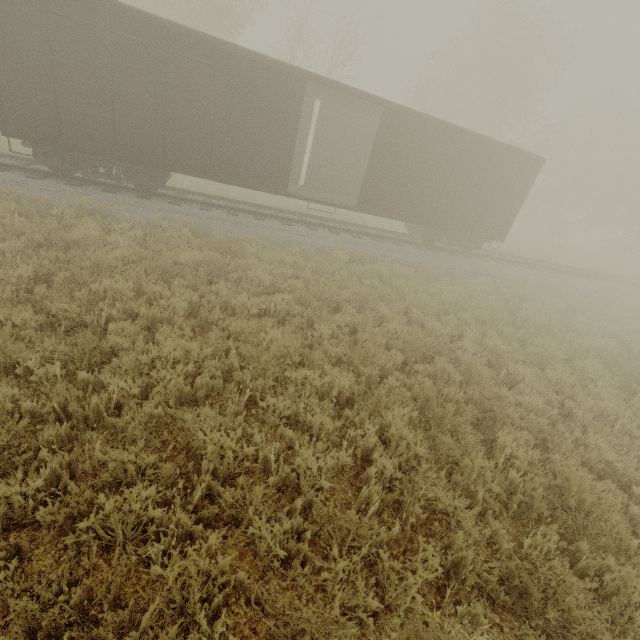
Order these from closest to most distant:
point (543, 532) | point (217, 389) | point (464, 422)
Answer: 1. point (543, 532)
2. point (217, 389)
3. point (464, 422)
